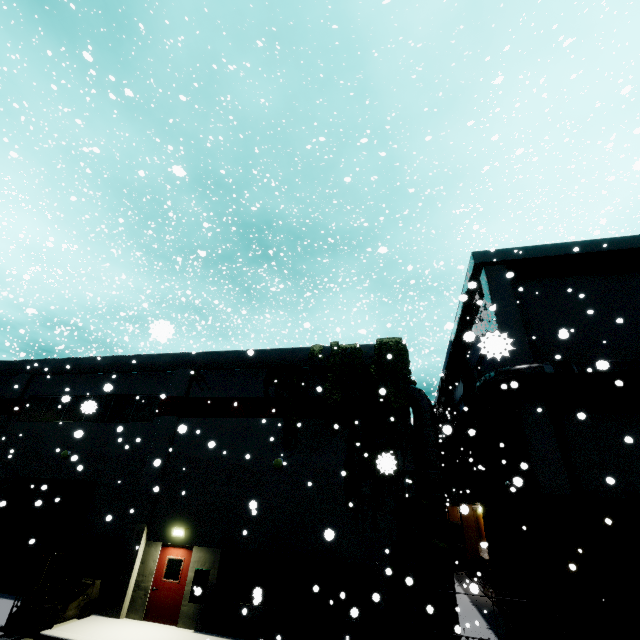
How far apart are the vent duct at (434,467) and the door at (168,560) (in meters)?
8.95

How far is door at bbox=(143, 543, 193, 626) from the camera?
11.9 meters

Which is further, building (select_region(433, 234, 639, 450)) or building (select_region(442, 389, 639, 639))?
building (select_region(433, 234, 639, 450))

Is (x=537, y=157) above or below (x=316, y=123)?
below

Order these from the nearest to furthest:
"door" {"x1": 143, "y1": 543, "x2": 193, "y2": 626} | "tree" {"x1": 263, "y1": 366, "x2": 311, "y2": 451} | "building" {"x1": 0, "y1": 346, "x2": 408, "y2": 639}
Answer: "building" {"x1": 0, "y1": 346, "x2": 408, "y2": 639}
"door" {"x1": 143, "y1": 543, "x2": 193, "y2": 626}
"tree" {"x1": 263, "y1": 366, "x2": 311, "y2": 451}

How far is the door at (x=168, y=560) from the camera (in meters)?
11.89

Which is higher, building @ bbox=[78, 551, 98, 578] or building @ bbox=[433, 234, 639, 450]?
building @ bbox=[433, 234, 639, 450]

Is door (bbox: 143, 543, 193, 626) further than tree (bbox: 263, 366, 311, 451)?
No
